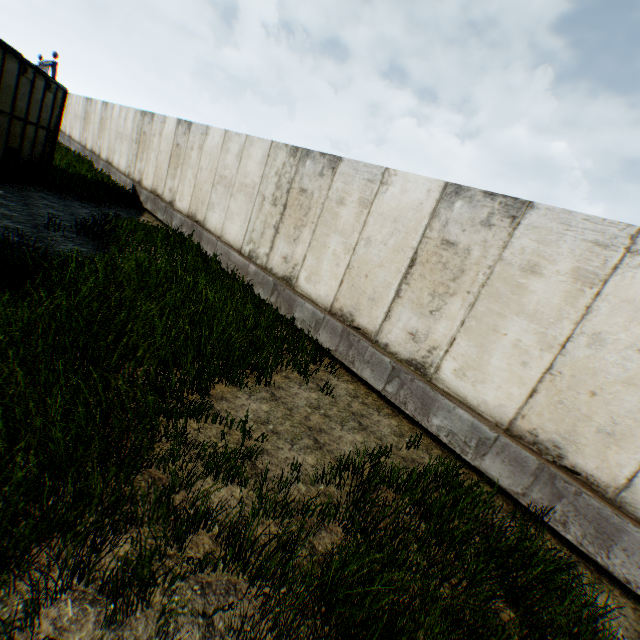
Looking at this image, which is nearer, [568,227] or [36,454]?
[36,454]
